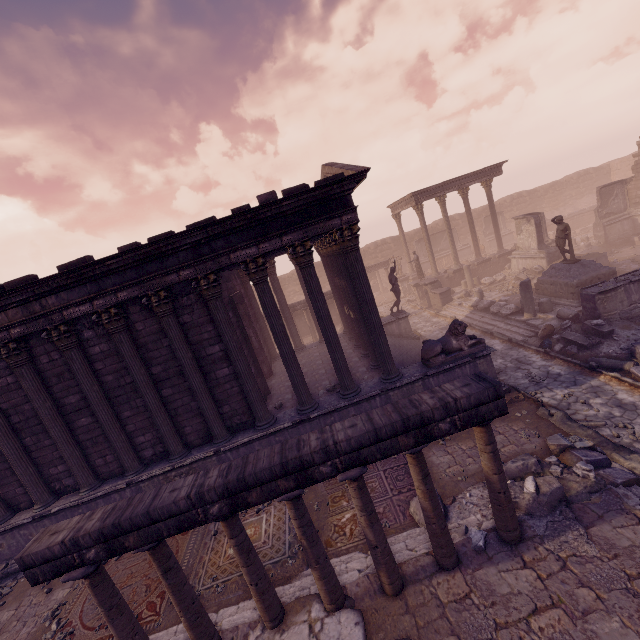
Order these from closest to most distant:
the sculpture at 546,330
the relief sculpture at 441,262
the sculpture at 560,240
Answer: the sculpture at 546,330, the sculpture at 560,240, the relief sculpture at 441,262

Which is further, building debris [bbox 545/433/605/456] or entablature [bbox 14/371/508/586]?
building debris [bbox 545/433/605/456]

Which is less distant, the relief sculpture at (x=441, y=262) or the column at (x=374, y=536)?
the column at (x=374, y=536)

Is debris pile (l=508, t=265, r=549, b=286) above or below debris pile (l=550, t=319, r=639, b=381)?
above

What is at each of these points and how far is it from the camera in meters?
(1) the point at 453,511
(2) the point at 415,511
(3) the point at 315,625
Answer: (1) debris pile, 6.8 m
(2) debris pile, 7.0 m
(3) building debris, 5.3 m

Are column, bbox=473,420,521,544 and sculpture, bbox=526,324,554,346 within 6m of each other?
no

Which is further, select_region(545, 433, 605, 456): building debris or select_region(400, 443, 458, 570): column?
select_region(545, 433, 605, 456): building debris

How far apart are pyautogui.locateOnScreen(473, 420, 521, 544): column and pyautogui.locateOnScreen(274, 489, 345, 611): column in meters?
2.8 m
